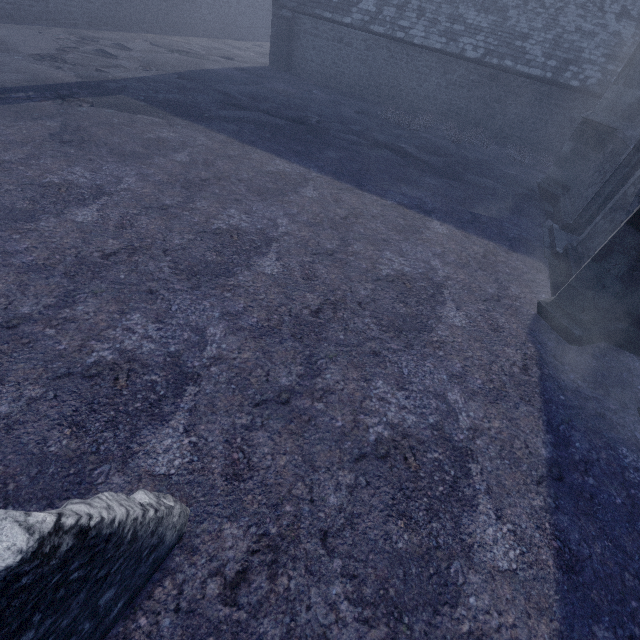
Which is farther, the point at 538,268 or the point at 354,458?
the point at 538,268
